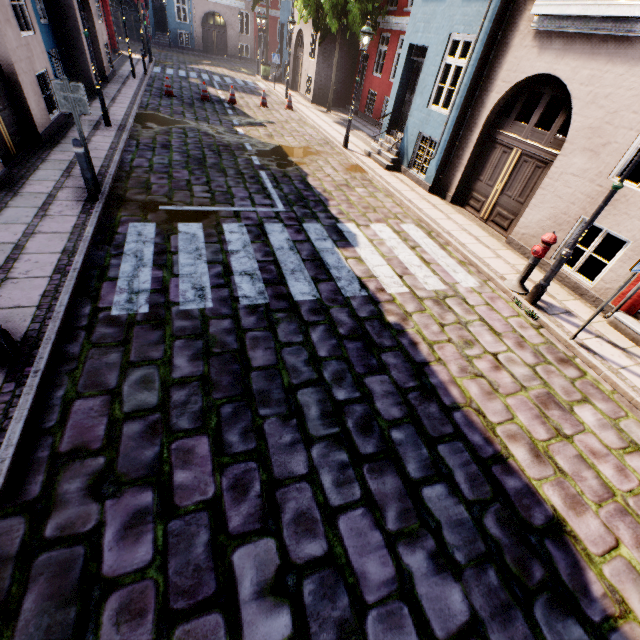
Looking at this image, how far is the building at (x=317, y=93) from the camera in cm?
1844

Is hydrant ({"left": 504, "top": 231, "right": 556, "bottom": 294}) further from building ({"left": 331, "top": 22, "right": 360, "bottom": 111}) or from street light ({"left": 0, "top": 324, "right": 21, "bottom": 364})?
street light ({"left": 0, "top": 324, "right": 21, "bottom": 364})

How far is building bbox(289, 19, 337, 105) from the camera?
18.4 meters

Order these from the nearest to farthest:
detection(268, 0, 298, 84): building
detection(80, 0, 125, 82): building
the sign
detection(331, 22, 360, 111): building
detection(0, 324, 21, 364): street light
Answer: detection(0, 324, 21, 364): street light
the sign
detection(80, 0, 125, 82): building
detection(331, 22, 360, 111): building
detection(268, 0, 298, 84): building

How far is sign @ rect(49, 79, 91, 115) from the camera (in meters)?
5.57

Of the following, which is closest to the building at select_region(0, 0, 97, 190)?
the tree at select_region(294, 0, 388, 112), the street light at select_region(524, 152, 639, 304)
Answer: the tree at select_region(294, 0, 388, 112)

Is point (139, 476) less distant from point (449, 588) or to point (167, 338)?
point (167, 338)

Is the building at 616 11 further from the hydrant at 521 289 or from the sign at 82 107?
the sign at 82 107
